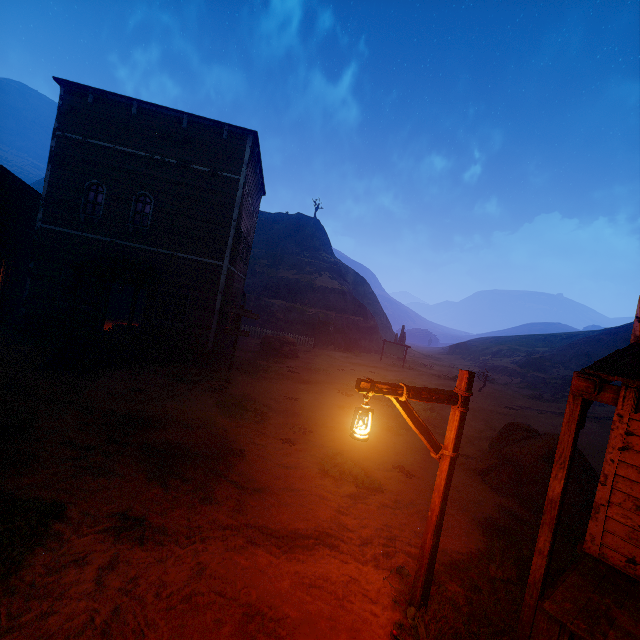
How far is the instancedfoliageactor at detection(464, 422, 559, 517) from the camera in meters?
7.9

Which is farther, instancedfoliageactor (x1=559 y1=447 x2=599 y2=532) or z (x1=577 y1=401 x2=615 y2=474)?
z (x1=577 y1=401 x2=615 y2=474)

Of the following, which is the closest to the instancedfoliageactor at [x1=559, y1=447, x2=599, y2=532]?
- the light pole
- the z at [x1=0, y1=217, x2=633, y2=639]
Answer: the z at [x1=0, y1=217, x2=633, y2=639]

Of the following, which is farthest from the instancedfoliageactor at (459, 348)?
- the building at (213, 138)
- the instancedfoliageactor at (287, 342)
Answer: Result: the building at (213, 138)

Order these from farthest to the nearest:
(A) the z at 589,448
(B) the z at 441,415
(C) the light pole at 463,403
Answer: (A) the z at 589,448 → (B) the z at 441,415 → (C) the light pole at 463,403

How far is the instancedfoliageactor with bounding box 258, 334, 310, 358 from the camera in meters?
22.4

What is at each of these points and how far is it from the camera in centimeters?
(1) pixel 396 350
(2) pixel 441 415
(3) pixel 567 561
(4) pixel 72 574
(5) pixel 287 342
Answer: (1) sign, 3173cm
(2) z, 1562cm
(3) z, 599cm
(4) z, 395cm
(5) instancedfoliageactor, 2348cm

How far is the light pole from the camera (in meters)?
Result: 3.92
